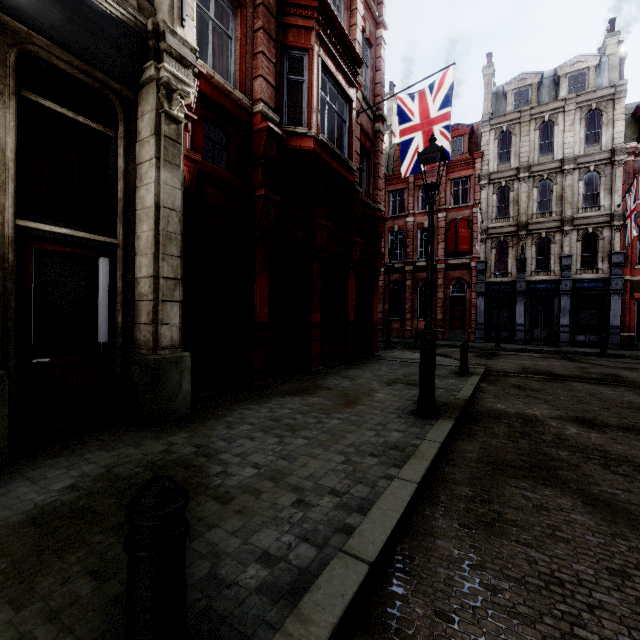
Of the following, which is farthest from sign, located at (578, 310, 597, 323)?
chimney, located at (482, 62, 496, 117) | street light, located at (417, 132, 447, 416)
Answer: chimney, located at (482, 62, 496, 117)

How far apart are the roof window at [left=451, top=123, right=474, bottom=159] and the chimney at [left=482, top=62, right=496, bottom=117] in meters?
0.8

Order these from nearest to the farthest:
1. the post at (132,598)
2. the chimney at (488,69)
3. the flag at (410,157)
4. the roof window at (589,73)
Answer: the post at (132,598)
the flag at (410,157)
the roof window at (589,73)
the chimney at (488,69)

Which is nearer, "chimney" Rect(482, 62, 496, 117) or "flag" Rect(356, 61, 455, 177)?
"flag" Rect(356, 61, 455, 177)

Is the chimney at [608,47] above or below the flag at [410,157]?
above

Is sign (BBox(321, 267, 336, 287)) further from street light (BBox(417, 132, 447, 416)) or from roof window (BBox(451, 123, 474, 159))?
roof window (BBox(451, 123, 474, 159))

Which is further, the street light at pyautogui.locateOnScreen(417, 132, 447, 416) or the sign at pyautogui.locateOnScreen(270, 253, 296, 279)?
the sign at pyautogui.locateOnScreen(270, 253, 296, 279)

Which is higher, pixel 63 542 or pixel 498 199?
pixel 498 199
